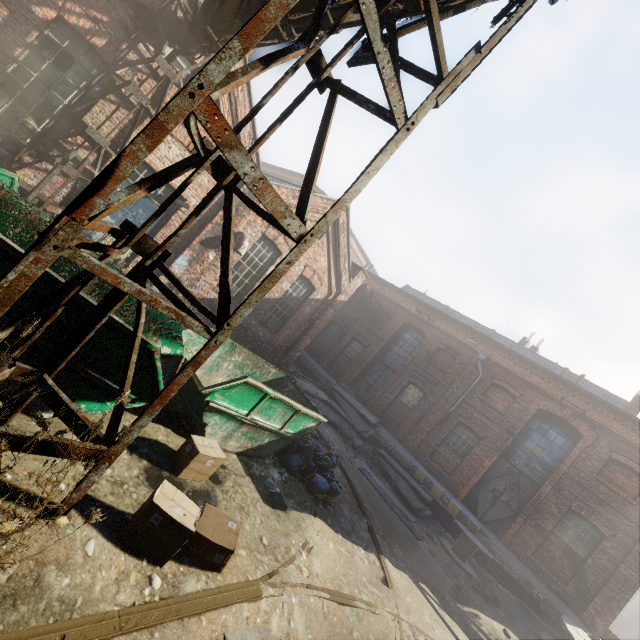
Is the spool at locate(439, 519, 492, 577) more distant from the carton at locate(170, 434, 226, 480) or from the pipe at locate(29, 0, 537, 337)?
the pipe at locate(29, 0, 537, 337)

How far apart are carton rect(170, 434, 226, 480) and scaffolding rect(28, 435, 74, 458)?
1.57m

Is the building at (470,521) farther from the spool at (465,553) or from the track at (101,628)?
the track at (101,628)

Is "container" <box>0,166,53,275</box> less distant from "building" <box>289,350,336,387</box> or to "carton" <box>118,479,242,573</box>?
Result: "carton" <box>118,479,242,573</box>

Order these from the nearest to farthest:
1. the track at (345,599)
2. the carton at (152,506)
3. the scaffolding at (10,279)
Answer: the scaffolding at (10,279) → the carton at (152,506) → the track at (345,599)

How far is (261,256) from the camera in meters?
12.5

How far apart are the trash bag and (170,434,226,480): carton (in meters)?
2.51

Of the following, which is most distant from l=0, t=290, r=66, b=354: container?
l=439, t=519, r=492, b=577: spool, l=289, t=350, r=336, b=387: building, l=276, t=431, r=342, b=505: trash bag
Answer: l=289, t=350, r=336, b=387: building
